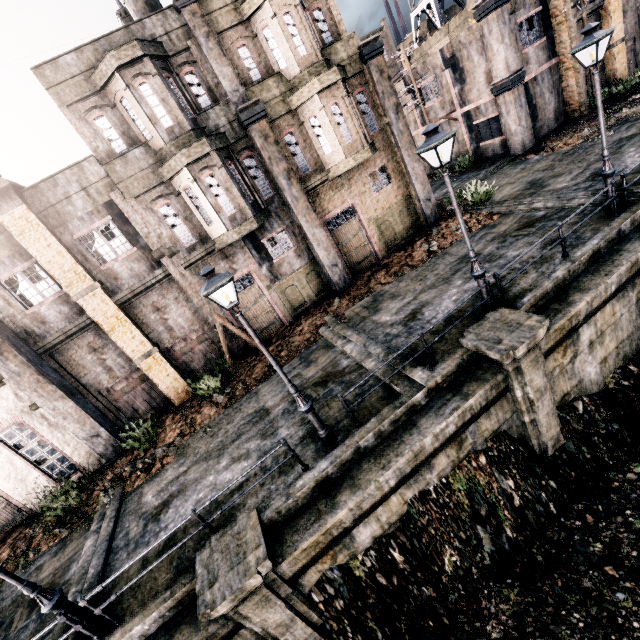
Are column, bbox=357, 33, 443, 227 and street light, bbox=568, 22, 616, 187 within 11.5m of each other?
yes

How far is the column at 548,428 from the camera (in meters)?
8.21

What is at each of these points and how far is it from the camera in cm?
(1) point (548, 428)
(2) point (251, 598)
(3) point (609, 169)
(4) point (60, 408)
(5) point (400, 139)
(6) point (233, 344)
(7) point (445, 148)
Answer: (1) column, 959
(2) column, 688
(3) street light, 1084
(4) column, 1315
(5) column, 1692
(6) building, 1658
(7) building, 2830

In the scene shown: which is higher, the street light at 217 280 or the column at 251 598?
the street light at 217 280

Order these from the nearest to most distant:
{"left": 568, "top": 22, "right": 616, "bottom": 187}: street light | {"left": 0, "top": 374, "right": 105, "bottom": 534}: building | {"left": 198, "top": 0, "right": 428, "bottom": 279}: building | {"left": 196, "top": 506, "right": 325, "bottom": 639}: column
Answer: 1. {"left": 196, "top": 506, "right": 325, "bottom": 639}: column
2. {"left": 568, "top": 22, "right": 616, "bottom": 187}: street light
3. {"left": 0, "top": 374, "right": 105, "bottom": 534}: building
4. {"left": 198, "top": 0, "right": 428, "bottom": 279}: building

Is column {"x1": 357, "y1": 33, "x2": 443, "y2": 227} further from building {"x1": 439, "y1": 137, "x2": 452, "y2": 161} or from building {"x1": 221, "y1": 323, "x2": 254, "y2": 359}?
building {"x1": 439, "y1": 137, "x2": 452, "y2": 161}

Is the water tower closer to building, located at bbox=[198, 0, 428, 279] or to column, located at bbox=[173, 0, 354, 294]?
building, located at bbox=[198, 0, 428, 279]

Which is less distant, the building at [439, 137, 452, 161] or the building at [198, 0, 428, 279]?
the building at [198, 0, 428, 279]
